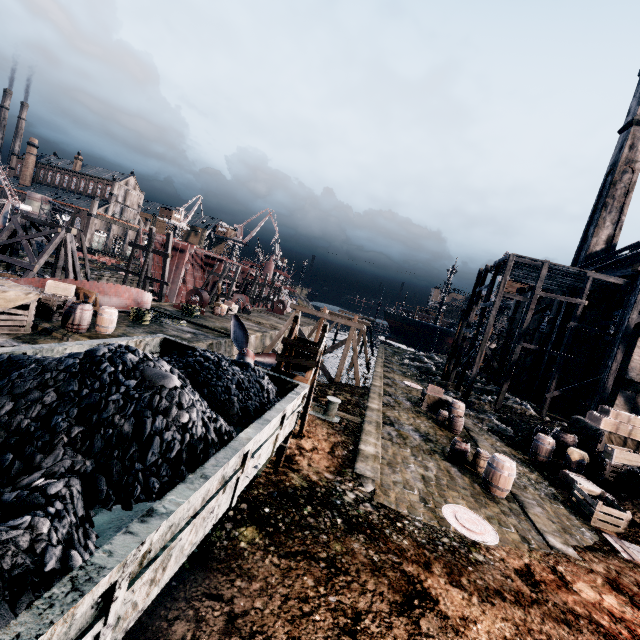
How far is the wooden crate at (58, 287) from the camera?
17.03m

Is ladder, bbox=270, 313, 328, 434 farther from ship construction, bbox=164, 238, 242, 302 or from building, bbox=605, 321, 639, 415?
ship construction, bbox=164, 238, 242, 302

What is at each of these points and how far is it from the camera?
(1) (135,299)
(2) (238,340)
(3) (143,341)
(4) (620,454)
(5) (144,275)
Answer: (1) boat, 23.2m
(2) propeller, 21.4m
(3) rail car container, 9.3m
(4) wooden crate, 14.6m
(5) wooden scaffolding, 32.2m

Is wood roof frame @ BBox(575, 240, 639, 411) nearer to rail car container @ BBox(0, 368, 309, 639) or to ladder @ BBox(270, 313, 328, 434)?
ladder @ BBox(270, 313, 328, 434)

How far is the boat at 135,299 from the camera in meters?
18.4 m

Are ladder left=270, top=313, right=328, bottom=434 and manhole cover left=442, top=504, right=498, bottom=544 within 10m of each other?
yes

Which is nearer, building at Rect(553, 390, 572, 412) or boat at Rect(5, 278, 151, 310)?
boat at Rect(5, 278, 151, 310)

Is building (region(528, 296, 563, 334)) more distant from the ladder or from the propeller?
the propeller
